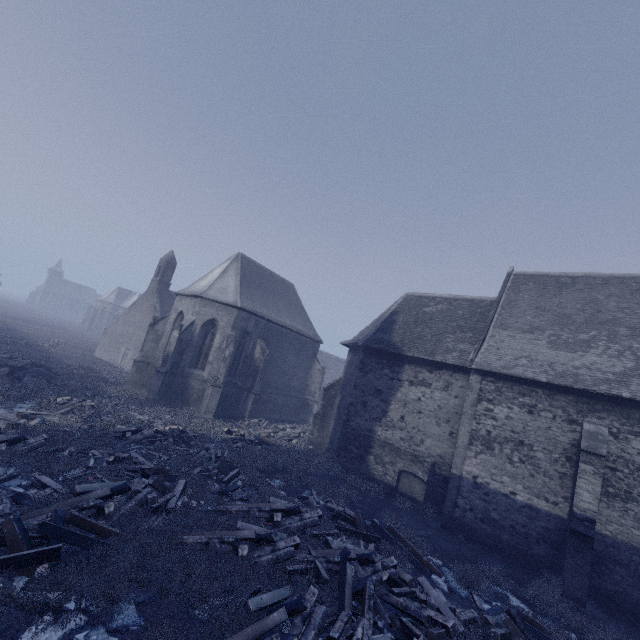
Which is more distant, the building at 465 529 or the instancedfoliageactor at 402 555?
the building at 465 529

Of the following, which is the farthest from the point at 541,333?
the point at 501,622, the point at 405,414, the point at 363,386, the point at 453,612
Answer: the point at 453,612

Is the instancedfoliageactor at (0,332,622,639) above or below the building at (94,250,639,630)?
below

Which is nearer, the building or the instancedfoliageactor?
the instancedfoliageactor

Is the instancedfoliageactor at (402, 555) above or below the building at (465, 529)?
below
